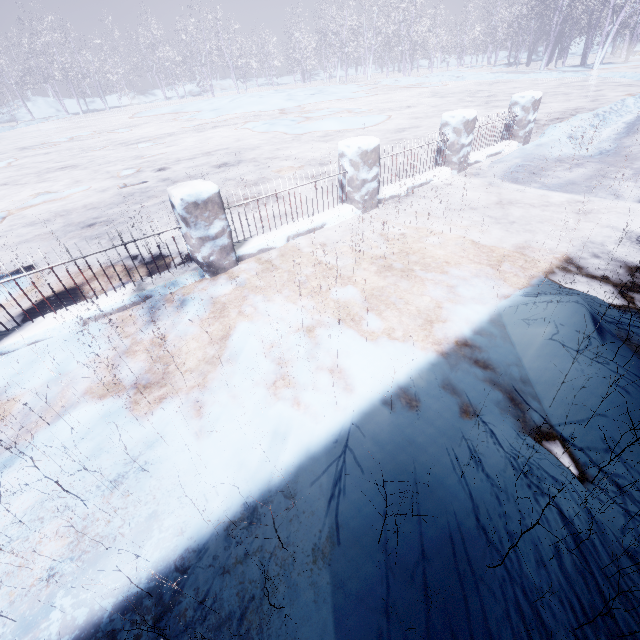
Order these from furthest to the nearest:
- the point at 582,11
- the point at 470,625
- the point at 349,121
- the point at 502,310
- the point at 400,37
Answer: the point at 400,37 < the point at 582,11 < the point at 349,121 < the point at 502,310 < the point at 470,625
